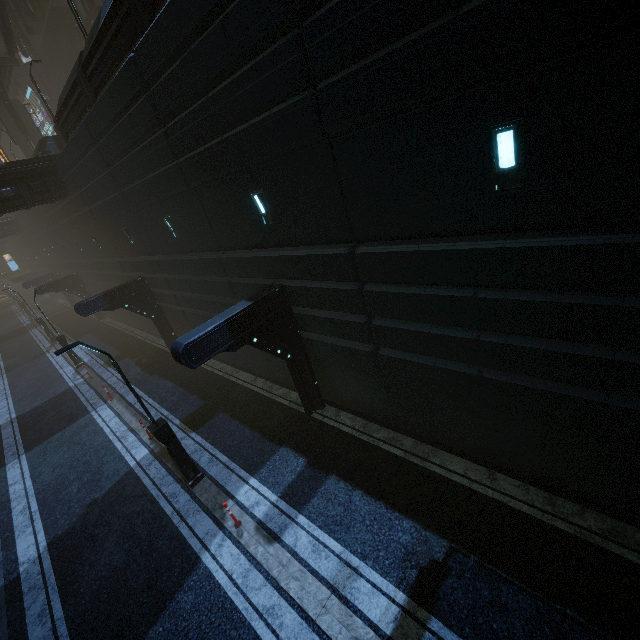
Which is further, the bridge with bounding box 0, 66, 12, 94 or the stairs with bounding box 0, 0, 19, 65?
the bridge with bounding box 0, 66, 12, 94

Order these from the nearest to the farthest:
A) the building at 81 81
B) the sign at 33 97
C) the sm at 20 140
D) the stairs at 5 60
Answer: the building at 81 81 → the stairs at 5 60 → the sm at 20 140 → the sign at 33 97

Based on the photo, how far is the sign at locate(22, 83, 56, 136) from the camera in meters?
42.8 m

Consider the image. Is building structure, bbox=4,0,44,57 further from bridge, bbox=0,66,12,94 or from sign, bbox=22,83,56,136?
sign, bbox=22,83,56,136

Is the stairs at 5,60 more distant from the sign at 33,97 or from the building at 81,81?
the sign at 33,97

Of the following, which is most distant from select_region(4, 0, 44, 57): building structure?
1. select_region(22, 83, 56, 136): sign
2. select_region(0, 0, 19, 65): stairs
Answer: select_region(22, 83, 56, 136): sign

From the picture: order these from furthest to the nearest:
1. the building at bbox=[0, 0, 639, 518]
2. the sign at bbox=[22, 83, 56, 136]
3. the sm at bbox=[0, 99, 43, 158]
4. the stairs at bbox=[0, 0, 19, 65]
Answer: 1. the sign at bbox=[22, 83, 56, 136]
2. the sm at bbox=[0, 99, 43, 158]
3. the stairs at bbox=[0, 0, 19, 65]
4. the building at bbox=[0, 0, 639, 518]

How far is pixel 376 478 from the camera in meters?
8.7
